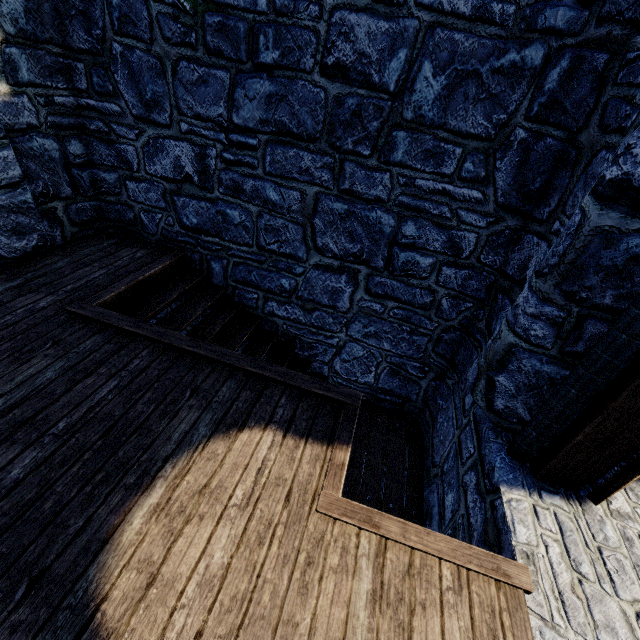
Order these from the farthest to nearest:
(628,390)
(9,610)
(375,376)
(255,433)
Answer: (375,376) → (255,433) → (628,390) → (9,610)
